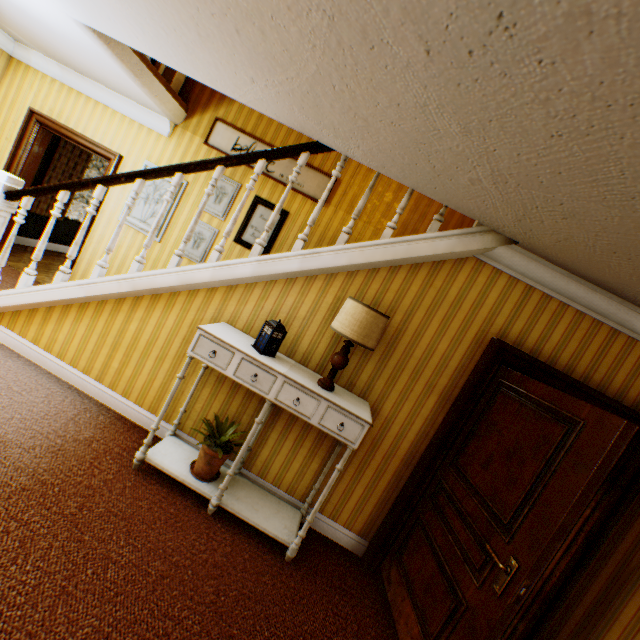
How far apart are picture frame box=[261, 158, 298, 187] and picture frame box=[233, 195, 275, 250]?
0.3 meters

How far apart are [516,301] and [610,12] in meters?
2.2 m

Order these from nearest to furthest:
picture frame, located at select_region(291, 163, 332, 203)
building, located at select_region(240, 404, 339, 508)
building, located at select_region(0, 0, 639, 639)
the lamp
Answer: building, located at select_region(0, 0, 639, 639) < the lamp < building, located at select_region(240, 404, 339, 508) < picture frame, located at select_region(291, 163, 332, 203)

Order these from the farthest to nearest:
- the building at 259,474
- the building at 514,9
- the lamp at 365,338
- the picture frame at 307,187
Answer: the picture frame at 307,187
the building at 259,474
the lamp at 365,338
the building at 514,9

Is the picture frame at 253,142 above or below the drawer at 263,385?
above

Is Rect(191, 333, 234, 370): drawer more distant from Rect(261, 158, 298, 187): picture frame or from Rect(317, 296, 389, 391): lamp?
Rect(261, 158, 298, 187): picture frame

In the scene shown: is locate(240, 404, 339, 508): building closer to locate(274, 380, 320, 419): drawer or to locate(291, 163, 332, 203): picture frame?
locate(291, 163, 332, 203): picture frame

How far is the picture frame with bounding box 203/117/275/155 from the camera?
4.6m
